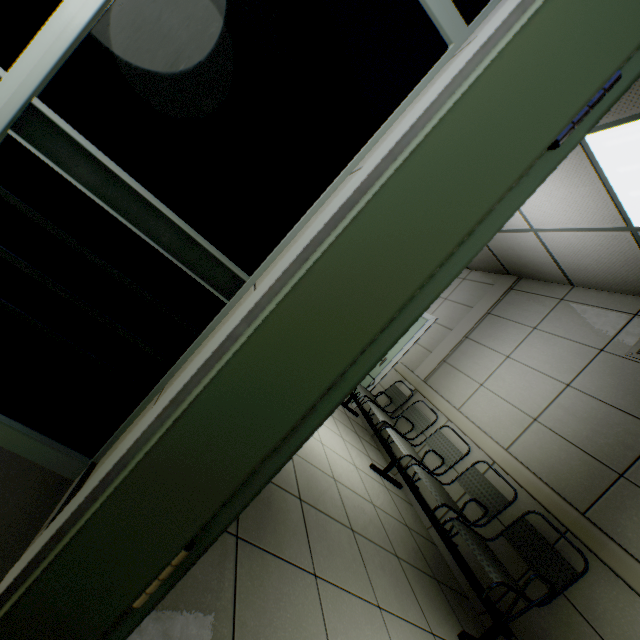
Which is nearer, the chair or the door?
the door

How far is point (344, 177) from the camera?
1.1m

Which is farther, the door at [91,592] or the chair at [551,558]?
the chair at [551,558]
